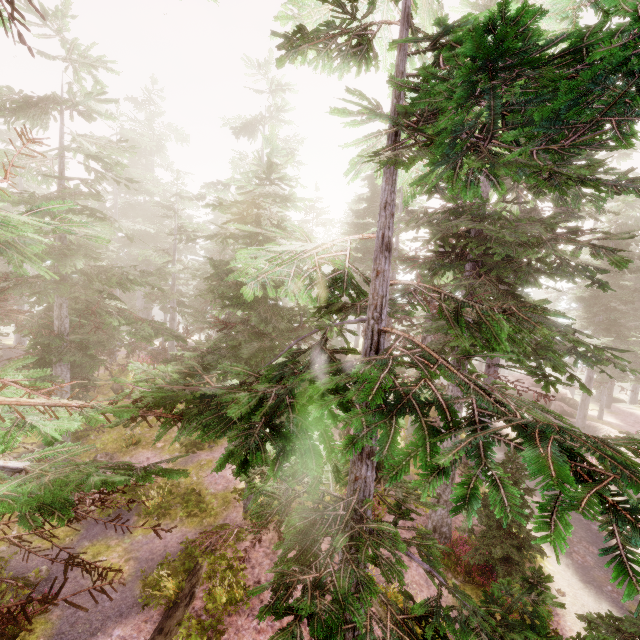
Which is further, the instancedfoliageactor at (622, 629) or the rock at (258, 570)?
the rock at (258, 570)

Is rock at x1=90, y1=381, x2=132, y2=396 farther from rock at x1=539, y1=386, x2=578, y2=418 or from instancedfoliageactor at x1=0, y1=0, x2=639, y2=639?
rock at x1=539, y1=386, x2=578, y2=418

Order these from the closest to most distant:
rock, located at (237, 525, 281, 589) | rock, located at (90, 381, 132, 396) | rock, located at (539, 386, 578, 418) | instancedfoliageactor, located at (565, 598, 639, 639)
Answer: instancedfoliageactor, located at (565, 598, 639, 639)
rock, located at (237, 525, 281, 589)
rock, located at (90, 381, 132, 396)
rock, located at (539, 386, 578, 418)

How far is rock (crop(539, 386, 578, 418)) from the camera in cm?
2805

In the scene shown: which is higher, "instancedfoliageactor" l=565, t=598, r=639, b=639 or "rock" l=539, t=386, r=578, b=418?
"instancedfoliageactor" l=565, t=598, r=639, b=639

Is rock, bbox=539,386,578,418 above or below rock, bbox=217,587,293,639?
above

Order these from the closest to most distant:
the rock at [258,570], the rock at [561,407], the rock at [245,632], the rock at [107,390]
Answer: the rock at [245,632]
the rock at [258,570]
the rock at [107,390]
the rock at [561,407]

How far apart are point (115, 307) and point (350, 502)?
12.5 meters
